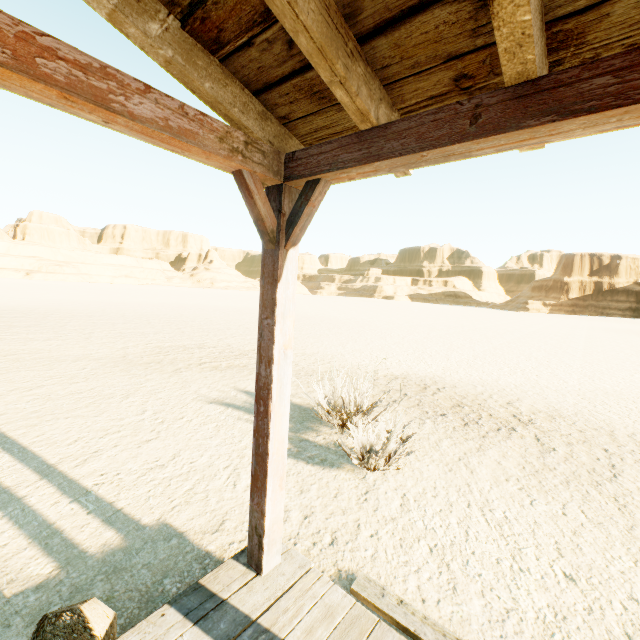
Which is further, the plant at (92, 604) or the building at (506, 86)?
the plant at (92, 604)

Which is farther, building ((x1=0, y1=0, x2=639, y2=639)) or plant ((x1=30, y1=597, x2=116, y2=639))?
plant ((x1=30, y1=597, x2=116, y2=639))

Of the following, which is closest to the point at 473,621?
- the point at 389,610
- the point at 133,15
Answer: the point at 389,610
